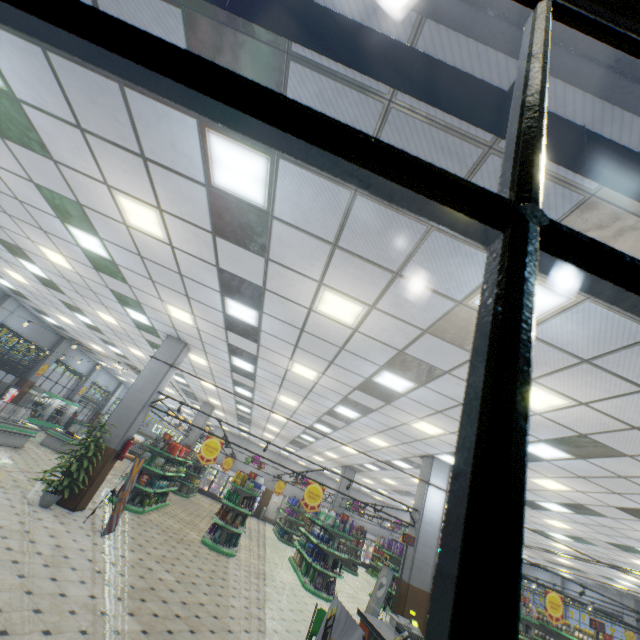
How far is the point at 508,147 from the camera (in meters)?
0.70

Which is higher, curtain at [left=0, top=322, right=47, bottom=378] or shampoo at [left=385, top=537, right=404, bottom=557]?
curtain at [left=0, top=322, right=47, bottom=378]

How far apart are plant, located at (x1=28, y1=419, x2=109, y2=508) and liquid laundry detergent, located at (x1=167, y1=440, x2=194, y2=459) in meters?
4.7

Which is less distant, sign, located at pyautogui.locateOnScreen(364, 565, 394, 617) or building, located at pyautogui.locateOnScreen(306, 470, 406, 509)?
sign, located at pyautogui.locateOnScreen(364, 565, 394, 617)

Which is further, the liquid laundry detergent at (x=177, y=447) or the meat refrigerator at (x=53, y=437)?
the meat refrigerator at (x=53, y=437)

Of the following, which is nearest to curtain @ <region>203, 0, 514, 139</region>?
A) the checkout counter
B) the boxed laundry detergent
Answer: the checkout counter

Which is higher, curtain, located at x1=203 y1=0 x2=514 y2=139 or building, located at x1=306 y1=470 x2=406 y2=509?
building, located at x1=306 y1=470 x2=406 y2=509

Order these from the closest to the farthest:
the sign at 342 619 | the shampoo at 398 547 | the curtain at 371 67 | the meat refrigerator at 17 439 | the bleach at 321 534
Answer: the curtain at 371 67
the sign at 342 619
the meat refrigerator at 17 439
the bleach at 321 534
the shampoo at 398 547
